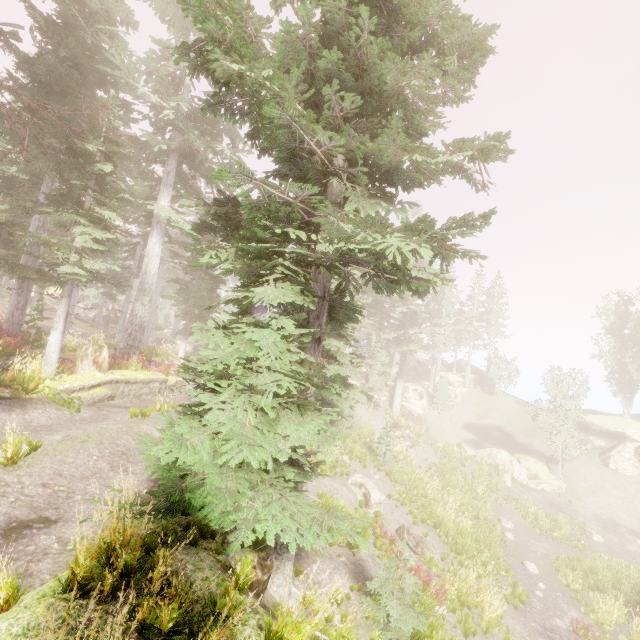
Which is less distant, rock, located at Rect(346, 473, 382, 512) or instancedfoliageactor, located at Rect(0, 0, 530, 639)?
instancedfoliageactor, located at Rect(0, 0, 530, 639)

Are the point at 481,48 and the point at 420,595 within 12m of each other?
no

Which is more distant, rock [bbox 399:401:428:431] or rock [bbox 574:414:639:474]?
rock [bbox 399:401:428:431]

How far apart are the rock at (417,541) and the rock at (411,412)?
19.4 meters

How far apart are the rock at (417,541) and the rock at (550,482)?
16.94m

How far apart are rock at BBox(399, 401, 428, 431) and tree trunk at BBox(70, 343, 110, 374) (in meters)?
28.05

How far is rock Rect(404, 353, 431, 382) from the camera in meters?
48.2 m

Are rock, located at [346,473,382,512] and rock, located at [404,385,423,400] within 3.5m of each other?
no
